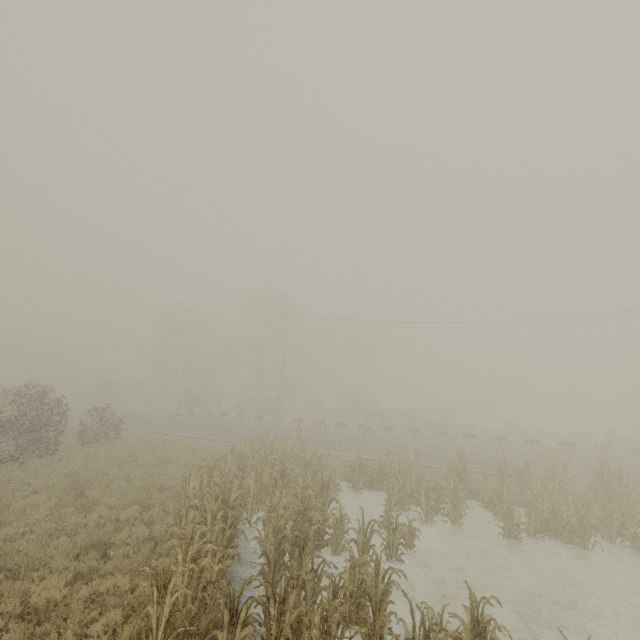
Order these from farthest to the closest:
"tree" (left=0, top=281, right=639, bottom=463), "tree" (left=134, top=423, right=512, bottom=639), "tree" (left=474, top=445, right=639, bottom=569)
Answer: "tree" (left=0, top=281, right=639, bottom=463), "tree" (left=474, top=445, right=639, bottom=569), "tree" (left=134, top=423, right=512, bottom=639)

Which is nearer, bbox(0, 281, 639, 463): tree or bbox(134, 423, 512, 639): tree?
bbox(134, 423, 512, 639): tree

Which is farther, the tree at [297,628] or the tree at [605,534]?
the tree at [605,534]

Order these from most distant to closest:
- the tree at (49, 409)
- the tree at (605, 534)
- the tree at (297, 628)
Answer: the tree at (49, 409) < the tree at (605, 534) < the tree at (297, 628)

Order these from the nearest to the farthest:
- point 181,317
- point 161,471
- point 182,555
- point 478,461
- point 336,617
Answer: point 336,617, point 182,555, point 161,471, point 478,461, point 181,317

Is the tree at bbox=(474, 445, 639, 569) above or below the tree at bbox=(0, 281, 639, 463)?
below
